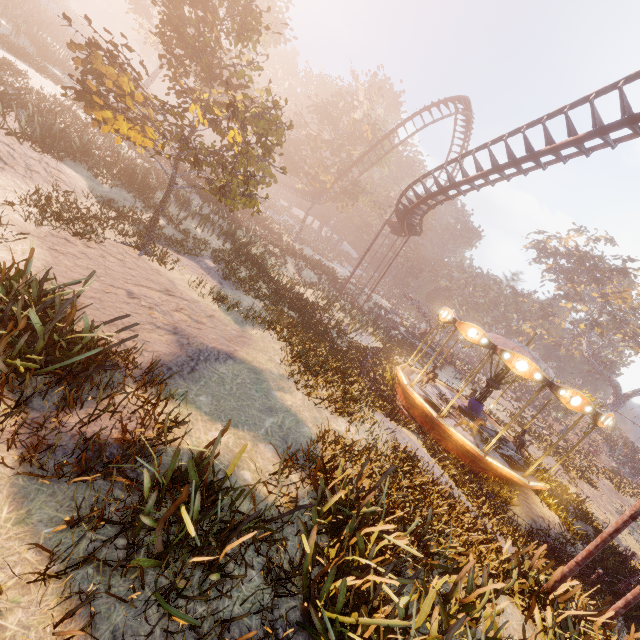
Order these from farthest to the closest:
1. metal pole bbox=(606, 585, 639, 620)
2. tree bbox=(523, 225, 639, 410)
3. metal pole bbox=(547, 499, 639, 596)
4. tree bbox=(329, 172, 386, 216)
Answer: tree bbox=(523, 225, 639, 410), tree bbox=(329, 172, 386, 216), metal pole bbox=(606, 585, 639, 620), metal pole bbox=(547, 499, 639, 596)

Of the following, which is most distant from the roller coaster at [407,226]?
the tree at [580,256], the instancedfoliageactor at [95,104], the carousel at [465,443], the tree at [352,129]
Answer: the tree at [580,256]

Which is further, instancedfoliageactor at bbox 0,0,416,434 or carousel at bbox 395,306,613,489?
carousel at bbox 395,306,613,489

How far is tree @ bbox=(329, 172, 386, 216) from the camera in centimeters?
3947cm

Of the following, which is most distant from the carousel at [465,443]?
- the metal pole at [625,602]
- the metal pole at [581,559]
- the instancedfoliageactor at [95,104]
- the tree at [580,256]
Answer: the tree at [580,256]

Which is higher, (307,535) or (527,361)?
(527,361)

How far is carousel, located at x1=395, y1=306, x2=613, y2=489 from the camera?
11.3m

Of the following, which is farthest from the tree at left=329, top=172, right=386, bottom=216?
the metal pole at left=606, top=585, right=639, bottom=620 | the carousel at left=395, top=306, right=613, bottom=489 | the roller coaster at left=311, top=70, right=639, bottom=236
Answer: the metal pole at left=606, top=585, right=639, bottom=620
